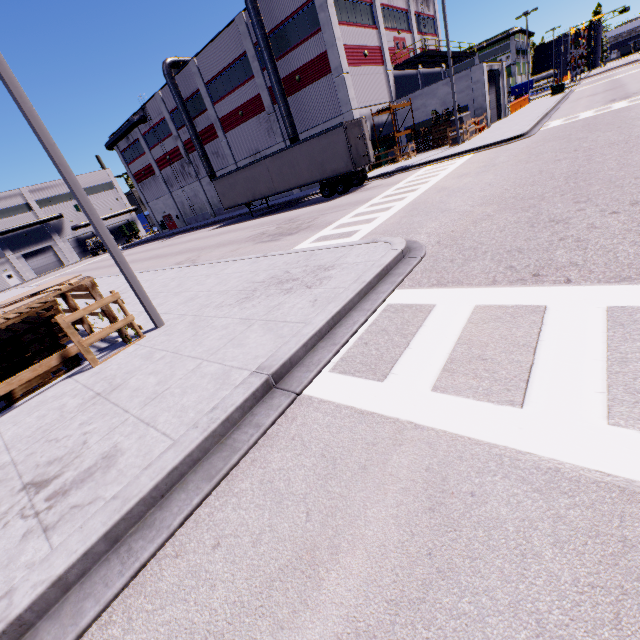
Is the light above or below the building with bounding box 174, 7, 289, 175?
below

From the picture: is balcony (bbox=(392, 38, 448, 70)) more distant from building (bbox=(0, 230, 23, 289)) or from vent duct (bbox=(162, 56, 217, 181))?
vent duct (bbox=(162, 56, 217, 181))

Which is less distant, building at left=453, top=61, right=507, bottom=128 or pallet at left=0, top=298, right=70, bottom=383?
pallet at left=0, top=298, right=70, bottom=383

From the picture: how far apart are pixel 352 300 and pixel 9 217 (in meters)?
80.12

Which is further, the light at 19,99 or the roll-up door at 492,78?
the roll-up door at 492,78

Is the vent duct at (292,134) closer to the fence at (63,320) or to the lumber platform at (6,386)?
the fence at (63,320)

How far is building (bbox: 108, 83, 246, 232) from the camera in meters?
39.1

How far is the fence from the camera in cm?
620
